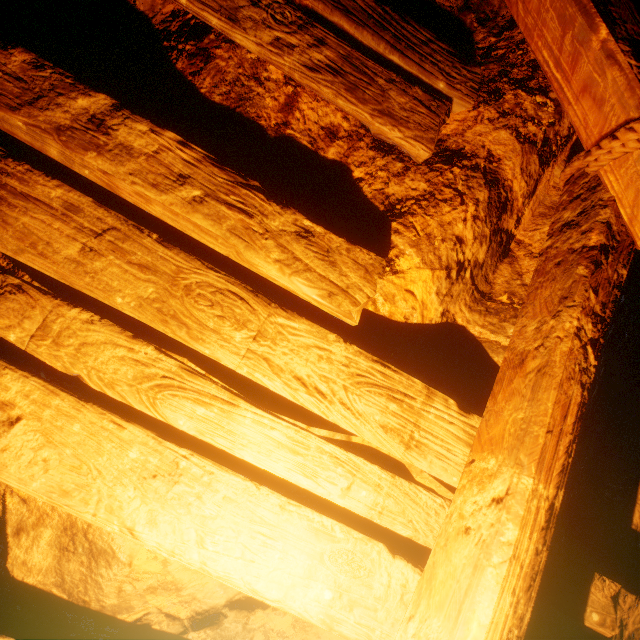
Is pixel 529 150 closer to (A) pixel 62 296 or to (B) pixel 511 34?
(B) pixel 511 34
